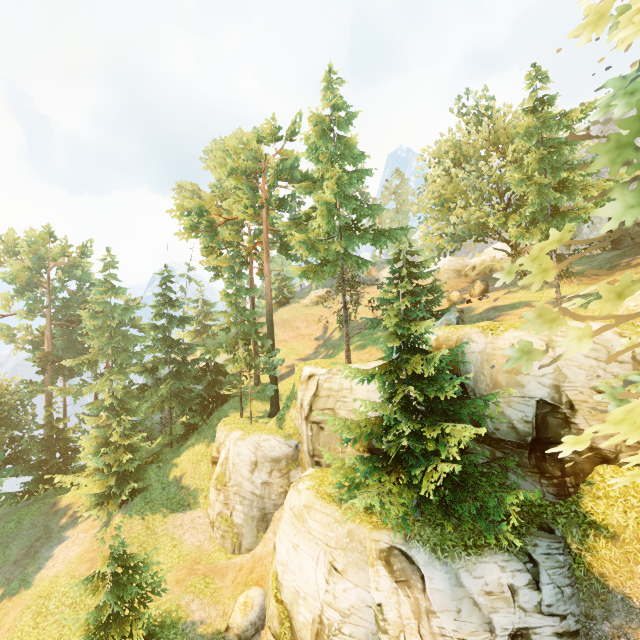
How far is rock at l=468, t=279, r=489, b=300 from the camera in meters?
29.0

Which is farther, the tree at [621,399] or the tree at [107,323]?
the tree at [107,323]

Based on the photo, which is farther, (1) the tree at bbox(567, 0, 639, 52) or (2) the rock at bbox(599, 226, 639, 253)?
(2) the rock at bbox(599, 226, 639, 253)

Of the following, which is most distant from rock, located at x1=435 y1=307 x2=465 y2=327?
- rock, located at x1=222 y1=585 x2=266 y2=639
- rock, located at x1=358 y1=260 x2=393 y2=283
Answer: rock, located at x1=358 y1=260 x2=393 y2=283

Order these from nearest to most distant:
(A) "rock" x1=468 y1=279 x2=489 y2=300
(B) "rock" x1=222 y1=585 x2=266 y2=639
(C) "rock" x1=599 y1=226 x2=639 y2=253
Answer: (B) "rock" x1=222 y1=585 x2=266 y2=639 < (C) "rock" x1=599 y1=226 x2=639 y2=253 < (A) "rock" x1=468 y1=279 x2=489 y2=300

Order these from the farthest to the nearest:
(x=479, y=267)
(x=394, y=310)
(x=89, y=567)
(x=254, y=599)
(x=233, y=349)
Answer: (x=479, y=267)
(x=233, y=349)
(x=89, y=567)
(x=254, y=599)
(x=394, y=310)

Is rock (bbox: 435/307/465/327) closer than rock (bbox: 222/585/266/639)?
No

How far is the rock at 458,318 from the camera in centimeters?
1984cm
